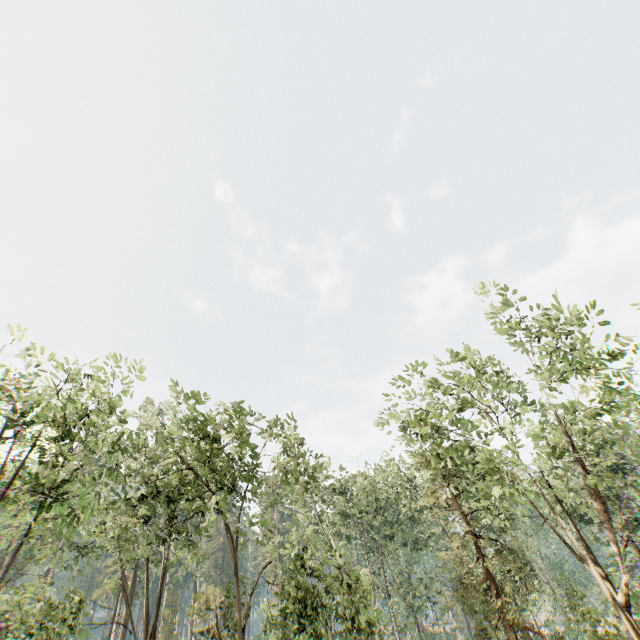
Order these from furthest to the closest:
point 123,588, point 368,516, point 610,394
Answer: point 368,516 → point 123,588 → point 610,394
